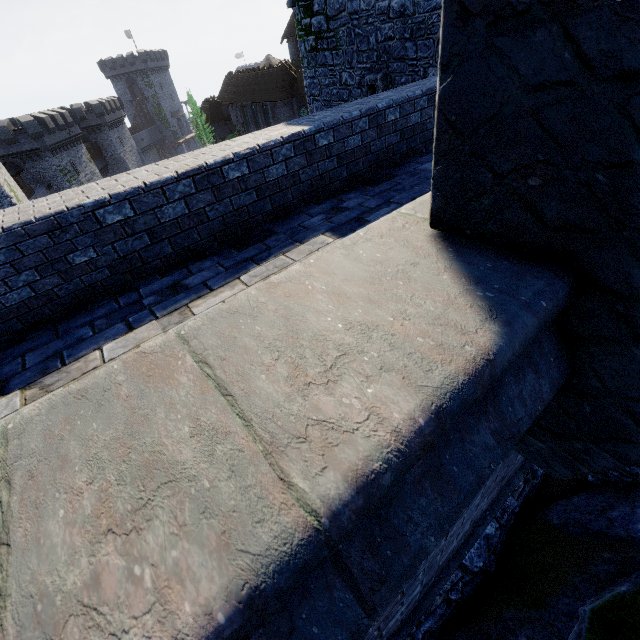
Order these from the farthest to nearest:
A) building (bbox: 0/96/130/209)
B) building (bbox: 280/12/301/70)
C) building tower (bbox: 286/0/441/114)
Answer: building (bbox: 280/12/301/70)
building (bbox: 0/96/130/209)
building tower (bbox: 286/0/441/114)

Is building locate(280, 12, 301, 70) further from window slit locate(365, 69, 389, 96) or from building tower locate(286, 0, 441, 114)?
window slit locate(365, 69, 389, 96)

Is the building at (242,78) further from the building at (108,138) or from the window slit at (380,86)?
the window slit at (380,86)

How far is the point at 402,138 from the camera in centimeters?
574cm

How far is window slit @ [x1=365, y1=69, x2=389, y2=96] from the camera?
9.7 meters

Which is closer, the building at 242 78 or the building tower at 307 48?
the building tower at 307 48

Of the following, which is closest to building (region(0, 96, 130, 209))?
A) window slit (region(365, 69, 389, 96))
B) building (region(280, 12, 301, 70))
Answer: building (region(280, 12, 301, 70))

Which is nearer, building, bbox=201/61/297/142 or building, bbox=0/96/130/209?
building, bbox=0/96/130/209
